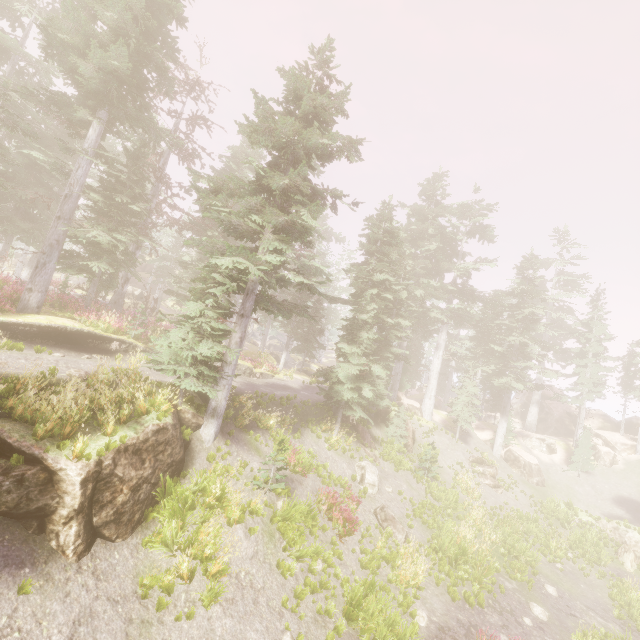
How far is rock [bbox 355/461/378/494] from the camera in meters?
17.7

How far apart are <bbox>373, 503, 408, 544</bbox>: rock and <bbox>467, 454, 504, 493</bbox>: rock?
13.32m

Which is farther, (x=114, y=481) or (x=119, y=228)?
(x=119, y=228)

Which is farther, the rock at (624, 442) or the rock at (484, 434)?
the rock at (624, 442)

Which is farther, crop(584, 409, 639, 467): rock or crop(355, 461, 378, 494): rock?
crop(584, 409, 639, 467): rock

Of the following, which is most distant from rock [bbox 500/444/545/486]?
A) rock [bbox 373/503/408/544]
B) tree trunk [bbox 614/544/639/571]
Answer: rock [bbox 373/503/408/544]

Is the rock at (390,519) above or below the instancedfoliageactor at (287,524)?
below

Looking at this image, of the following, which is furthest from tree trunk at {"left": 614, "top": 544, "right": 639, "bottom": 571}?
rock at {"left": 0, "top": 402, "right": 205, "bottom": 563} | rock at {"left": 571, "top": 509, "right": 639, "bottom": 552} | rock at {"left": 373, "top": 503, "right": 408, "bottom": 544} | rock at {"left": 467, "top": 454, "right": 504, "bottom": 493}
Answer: rock at {"left": 0, "top": 402, "right": 205, "bottom": 563}
